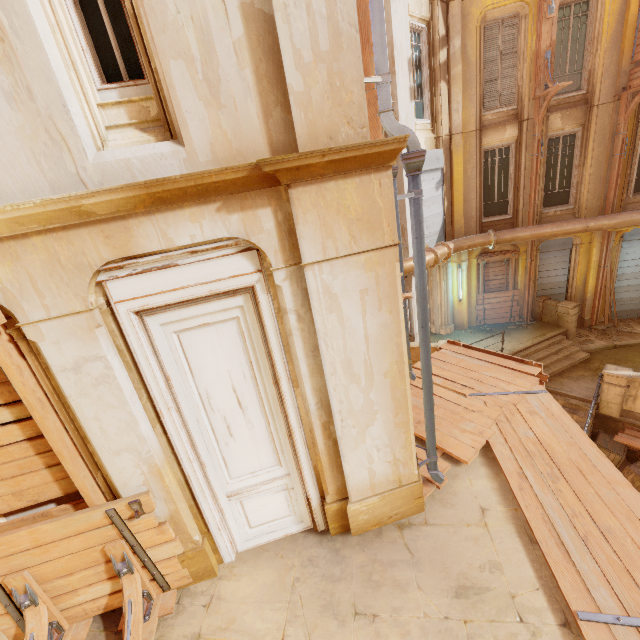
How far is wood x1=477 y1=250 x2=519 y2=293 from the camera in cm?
1327

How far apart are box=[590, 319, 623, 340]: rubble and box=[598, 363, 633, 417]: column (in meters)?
3.80

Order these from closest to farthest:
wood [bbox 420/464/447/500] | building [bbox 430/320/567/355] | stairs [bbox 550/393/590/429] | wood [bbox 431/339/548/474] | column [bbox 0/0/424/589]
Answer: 1. column [bbox 0/0/424/589]
2. wood [bbox 420/464/447/500]
3. wood [bbox 431/339/548/474]
4. stairs [bbox 550/393/590/429]
5. building [bbox 430/320/567/355]

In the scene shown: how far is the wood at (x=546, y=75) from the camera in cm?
1025

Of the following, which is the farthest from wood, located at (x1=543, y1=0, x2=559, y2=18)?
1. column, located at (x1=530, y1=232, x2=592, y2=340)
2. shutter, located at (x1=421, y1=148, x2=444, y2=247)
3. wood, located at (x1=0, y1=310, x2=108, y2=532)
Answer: wood, located at (x1=0, y1=310, x2=108, y2=532)

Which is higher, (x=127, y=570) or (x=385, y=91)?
(x=385, y=91)

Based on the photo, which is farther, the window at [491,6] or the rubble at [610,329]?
the rubble at [610,329]

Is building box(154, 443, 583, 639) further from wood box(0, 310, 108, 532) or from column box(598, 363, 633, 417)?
wood box(0, 310, 108, 532)
